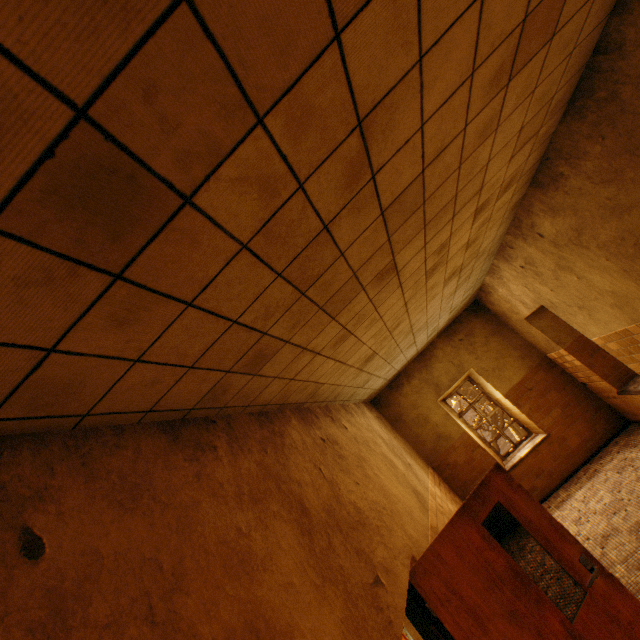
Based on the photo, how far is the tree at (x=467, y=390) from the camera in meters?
14.2 m

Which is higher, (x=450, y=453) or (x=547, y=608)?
(x=450, y=453)

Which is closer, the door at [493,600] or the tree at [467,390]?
the door at [493,600]

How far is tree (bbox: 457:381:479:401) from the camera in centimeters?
1417cm

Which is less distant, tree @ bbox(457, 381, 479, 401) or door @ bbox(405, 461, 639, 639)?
door @ bbox(405, 461, 639, 639)
